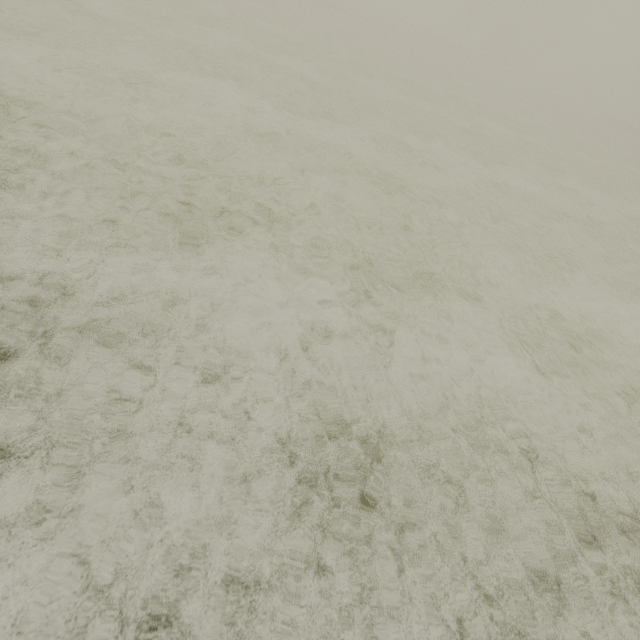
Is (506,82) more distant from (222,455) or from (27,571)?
(27,571)
